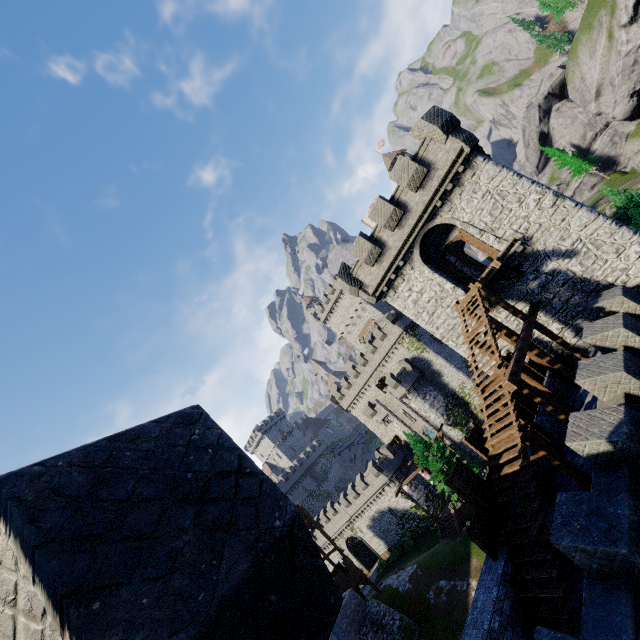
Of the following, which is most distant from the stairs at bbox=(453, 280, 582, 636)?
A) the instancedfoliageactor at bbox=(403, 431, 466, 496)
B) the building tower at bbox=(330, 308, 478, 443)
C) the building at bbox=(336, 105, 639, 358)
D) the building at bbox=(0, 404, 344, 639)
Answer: the building tower at bbox=(330, 308, 478, 443)

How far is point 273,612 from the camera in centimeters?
179cm

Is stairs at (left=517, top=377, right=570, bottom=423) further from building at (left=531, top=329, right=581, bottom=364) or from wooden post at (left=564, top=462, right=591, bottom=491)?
building at (left=531, top=329, right=581, bottom=364)

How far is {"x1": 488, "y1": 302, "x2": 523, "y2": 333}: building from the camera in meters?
18.0

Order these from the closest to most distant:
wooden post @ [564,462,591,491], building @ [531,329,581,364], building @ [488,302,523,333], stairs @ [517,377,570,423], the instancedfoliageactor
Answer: wooden post @ [564,462,591,491] < stairs @ [517,377,570,423] < building @ [531,329,581,364] < building @ [488,302,523,333] < the instancedfoliageactor

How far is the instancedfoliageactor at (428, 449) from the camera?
34.4m

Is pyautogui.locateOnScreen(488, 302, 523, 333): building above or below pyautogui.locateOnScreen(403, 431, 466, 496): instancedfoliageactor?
above

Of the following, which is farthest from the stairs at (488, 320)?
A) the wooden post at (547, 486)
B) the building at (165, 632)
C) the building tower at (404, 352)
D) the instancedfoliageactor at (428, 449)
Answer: the building tower at (404, 352)
